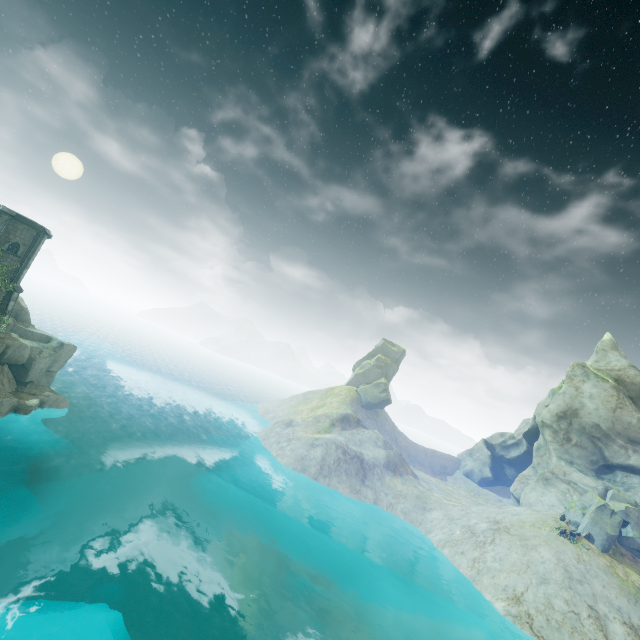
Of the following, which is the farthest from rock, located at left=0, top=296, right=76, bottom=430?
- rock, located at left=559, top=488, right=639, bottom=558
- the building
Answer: rock, located at left=559, top=488, right=639, bottom=558

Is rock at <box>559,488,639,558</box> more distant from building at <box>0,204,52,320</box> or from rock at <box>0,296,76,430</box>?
building at <box>0,204,52,320</box>

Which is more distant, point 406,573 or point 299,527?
point 299,527

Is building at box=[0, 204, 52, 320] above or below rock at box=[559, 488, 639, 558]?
above

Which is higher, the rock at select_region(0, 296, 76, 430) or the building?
the building

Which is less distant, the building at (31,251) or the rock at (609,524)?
the building at (31,251)

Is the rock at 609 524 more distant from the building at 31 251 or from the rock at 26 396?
the building at 31 251
